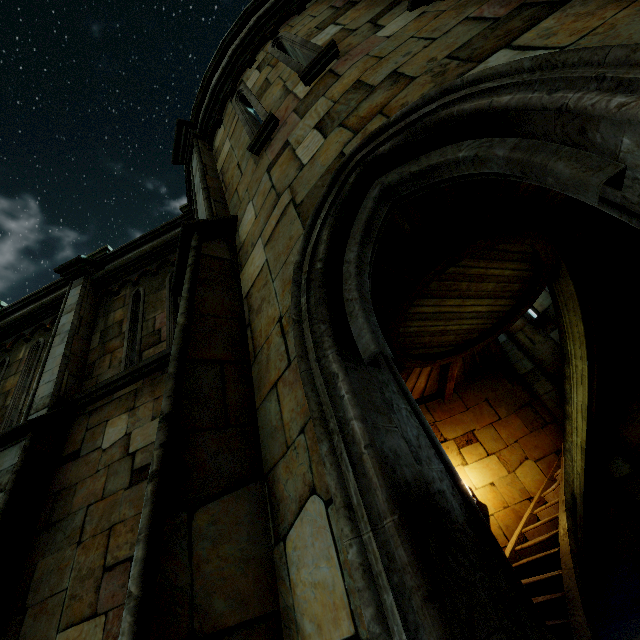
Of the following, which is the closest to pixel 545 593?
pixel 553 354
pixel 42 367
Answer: pixel 553 354
